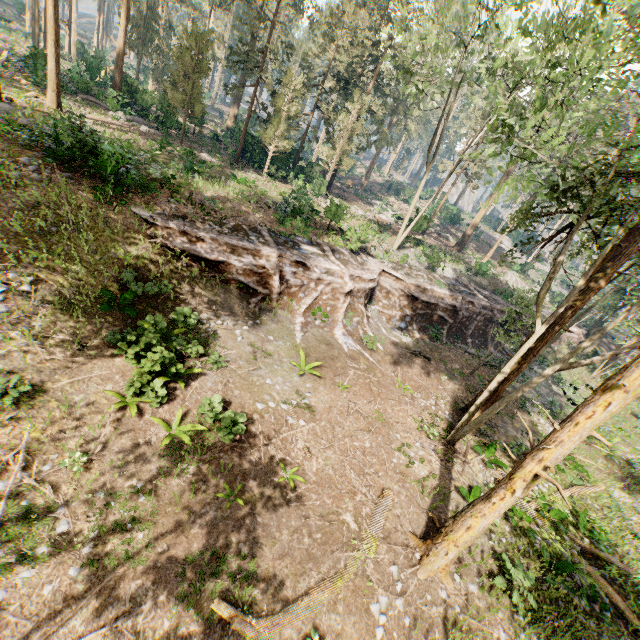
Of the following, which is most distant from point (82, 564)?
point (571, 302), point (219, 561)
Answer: point (571, 302)

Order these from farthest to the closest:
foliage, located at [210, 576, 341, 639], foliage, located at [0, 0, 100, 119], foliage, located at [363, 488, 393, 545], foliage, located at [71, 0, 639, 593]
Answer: foliage, located at [0, 0, 100, 119] → foliage, located at [363, 488, 393, 545] → foliage, located at [71, 0, 639, 593] → foliage, located at [210, 576, 341, 639]

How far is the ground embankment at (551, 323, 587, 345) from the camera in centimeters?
3541cm

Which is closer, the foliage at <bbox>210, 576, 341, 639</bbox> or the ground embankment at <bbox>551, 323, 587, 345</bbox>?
the foliage at <bbox>210, 576, 341, 639</bbox>

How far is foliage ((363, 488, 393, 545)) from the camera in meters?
9.9

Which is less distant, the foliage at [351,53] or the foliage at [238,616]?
the foliage at [238,616]

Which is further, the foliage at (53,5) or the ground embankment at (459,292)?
the foliage at (53,5)
